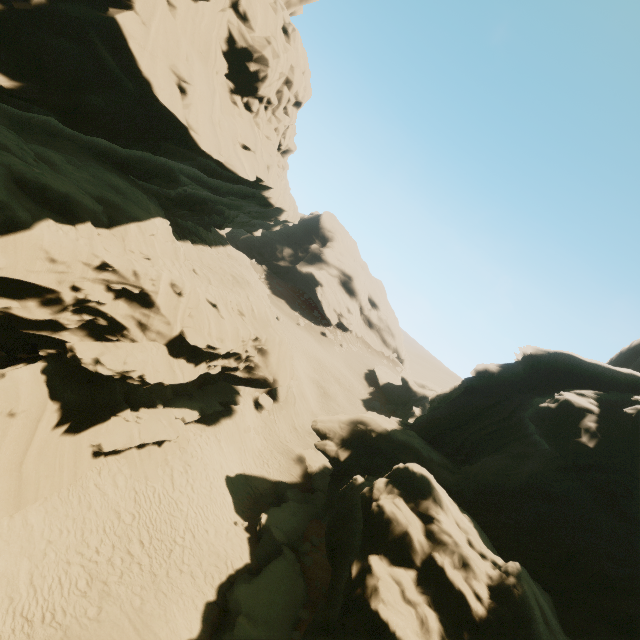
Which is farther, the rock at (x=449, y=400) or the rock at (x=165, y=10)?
the rock at (x=165, y=10)

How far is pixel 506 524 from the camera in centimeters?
1323cm

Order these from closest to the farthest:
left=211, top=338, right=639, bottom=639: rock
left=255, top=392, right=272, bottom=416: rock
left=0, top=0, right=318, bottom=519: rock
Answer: left=211, top=338, right=639, bottom=639: rock → left=0, top=0, right=318, bottom=519: rock → left=255, top=392, right=272, bottom=416: rock

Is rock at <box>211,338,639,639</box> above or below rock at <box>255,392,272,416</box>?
above

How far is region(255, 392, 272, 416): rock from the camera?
27.09m

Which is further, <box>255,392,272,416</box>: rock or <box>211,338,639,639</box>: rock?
<box>255,392,272,416</box>: rock

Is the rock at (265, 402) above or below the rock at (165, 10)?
below
